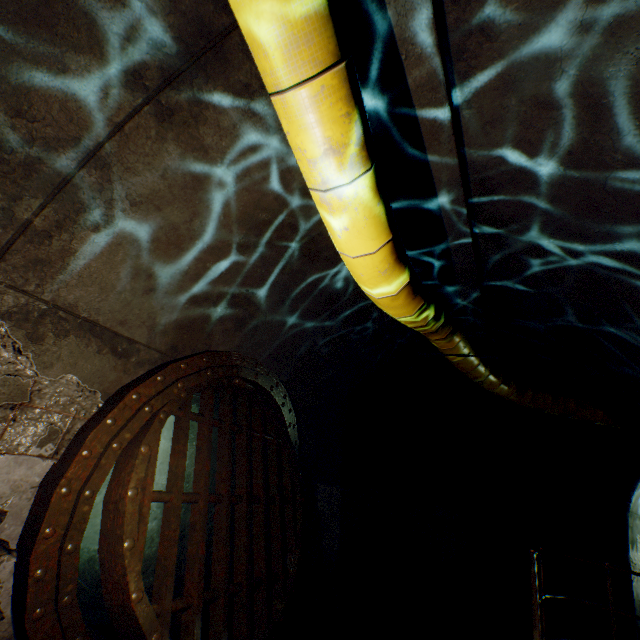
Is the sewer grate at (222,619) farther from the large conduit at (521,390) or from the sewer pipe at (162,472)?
the large conduit at (521,390)

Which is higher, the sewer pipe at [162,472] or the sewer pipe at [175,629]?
the sewer pipe at [162,472]

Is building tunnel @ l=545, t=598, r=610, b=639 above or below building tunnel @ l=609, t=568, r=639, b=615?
below

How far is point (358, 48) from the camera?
1.78m

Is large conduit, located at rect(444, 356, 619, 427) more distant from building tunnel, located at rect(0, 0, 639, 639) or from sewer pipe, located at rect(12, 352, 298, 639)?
sewer pipe, located at rect(12, 352, 298, 639)

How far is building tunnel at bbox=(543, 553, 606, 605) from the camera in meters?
6.6 m

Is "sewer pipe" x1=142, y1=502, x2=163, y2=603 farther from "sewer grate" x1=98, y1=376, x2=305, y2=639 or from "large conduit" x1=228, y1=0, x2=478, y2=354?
"large conduit" x1=228, y1=0, x2=478, y2=354

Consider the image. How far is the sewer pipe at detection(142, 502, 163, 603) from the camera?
3.9m
